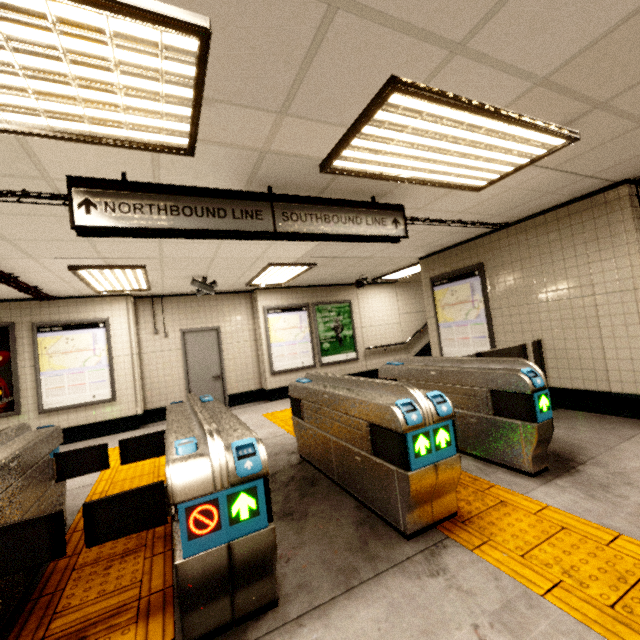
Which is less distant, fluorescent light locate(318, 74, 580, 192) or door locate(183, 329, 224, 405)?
fluorescent light locate(318, 74, 580, 192)

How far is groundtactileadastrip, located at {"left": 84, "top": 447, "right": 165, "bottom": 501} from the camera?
3.9 meters

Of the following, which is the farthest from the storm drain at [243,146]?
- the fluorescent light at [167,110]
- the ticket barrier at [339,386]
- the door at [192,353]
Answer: the ticket barrier at [339,386]

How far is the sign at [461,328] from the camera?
5.73m

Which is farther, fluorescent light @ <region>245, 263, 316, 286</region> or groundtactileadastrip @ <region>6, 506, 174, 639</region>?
fluorescent light @ <region>245, 263, 316, 286</region>

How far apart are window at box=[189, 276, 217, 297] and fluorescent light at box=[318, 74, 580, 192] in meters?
4.2 m

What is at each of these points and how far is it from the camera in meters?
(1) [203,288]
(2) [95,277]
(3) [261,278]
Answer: (1) window, 6.3
(2) fluorescent light, 5.3
(3) fluorescent light, 7.0

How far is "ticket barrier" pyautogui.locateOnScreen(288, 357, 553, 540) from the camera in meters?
2.4
